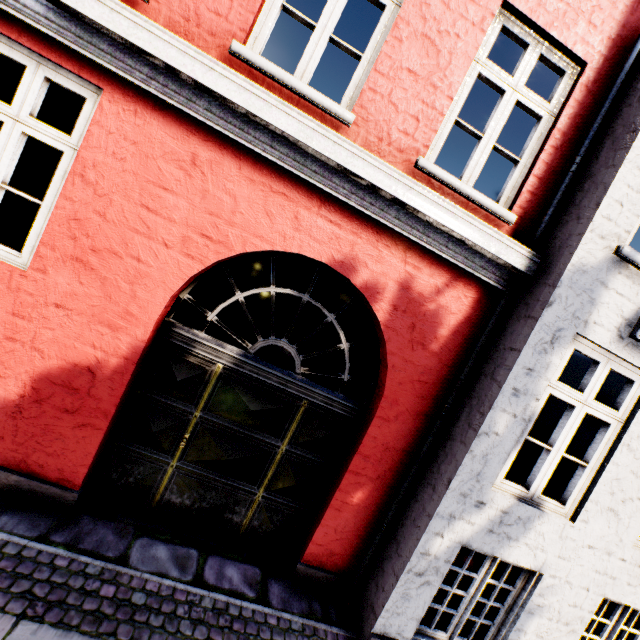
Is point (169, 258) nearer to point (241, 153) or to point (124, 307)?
point (124, 307)
